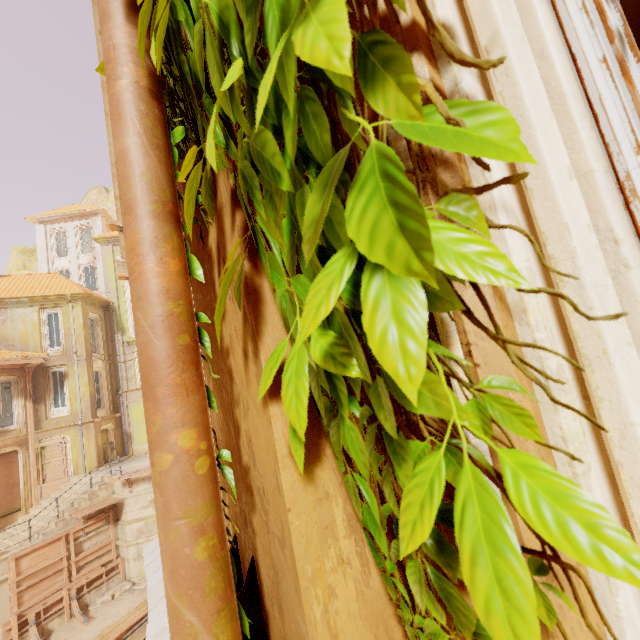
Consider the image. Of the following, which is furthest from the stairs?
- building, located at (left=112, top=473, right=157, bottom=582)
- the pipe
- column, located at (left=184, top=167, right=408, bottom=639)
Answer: column, located at (left=184, top=167, right=408, bottom=639)

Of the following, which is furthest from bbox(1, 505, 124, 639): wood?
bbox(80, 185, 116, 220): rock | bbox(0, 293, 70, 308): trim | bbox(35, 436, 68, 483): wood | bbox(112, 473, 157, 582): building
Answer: bbox(80, 185, 116, 220): rock

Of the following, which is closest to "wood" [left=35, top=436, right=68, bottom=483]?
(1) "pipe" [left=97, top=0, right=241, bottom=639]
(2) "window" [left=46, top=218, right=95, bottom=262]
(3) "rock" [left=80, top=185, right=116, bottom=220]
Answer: (2) "window" [left=46, top=218, right=95, bottom=262]

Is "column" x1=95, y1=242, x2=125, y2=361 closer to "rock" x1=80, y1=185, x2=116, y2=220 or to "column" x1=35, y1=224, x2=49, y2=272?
"column" x1=35, y1=224, x2=49, y2=272

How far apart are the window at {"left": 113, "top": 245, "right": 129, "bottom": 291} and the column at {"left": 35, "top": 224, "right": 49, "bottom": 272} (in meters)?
9.33

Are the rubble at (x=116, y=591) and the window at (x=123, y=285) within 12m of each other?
no

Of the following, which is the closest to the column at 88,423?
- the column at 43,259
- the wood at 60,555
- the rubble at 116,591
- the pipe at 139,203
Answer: the wood at 60,555

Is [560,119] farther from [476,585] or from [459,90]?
[476,585]
